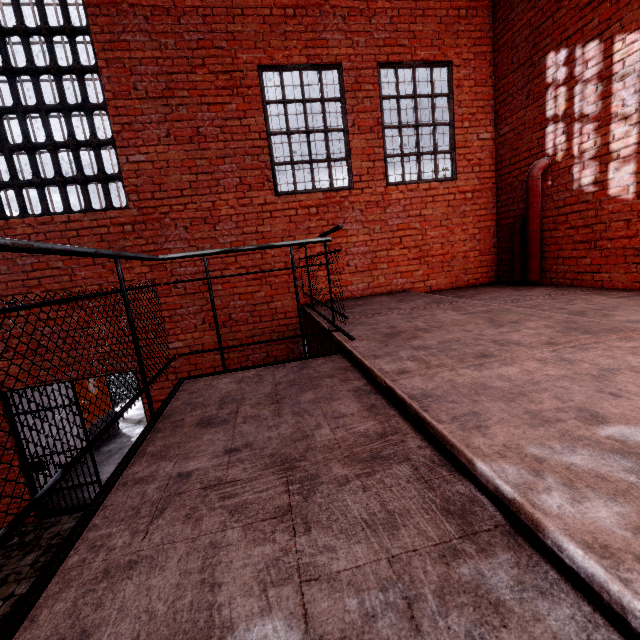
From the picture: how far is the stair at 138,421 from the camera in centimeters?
879cm

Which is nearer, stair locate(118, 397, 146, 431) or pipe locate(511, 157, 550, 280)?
pipe locate(511, 157, 550, 280)

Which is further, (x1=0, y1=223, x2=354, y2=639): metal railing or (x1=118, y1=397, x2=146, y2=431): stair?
(x1=118, y1=397, x2=146, y2=431): stair

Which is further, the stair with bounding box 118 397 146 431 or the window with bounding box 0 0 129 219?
the stair with bounding box 118 397 146 431

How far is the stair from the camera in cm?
879

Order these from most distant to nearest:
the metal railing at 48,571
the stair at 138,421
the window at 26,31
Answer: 1. the stair at 138,421
2. the window at 26,31
3. the metal railing at 48,571

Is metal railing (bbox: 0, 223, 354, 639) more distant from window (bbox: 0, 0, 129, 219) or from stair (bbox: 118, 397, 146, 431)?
stair (bbox: 118, 397, 146, 431)

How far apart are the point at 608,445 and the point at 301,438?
1.2 meters
